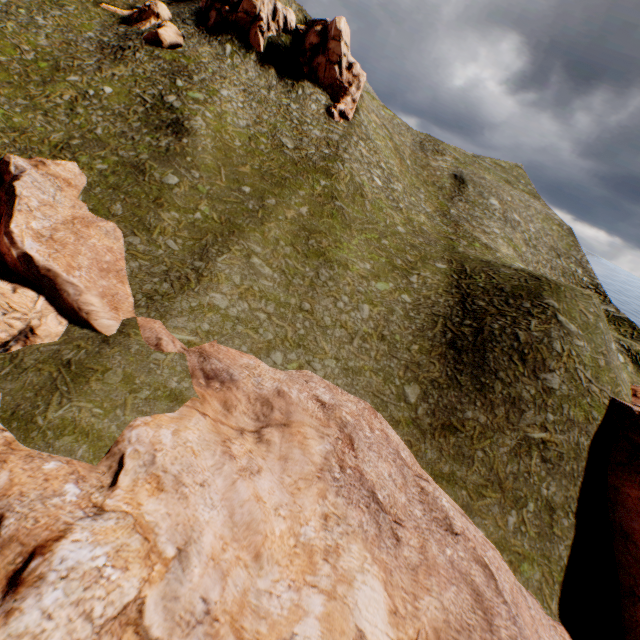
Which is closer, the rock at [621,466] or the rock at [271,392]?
the rock at [271,392]

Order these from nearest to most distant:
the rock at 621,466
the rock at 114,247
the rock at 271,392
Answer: the rock at 271,392 < the rock at 114,247 < the rock at 621,466

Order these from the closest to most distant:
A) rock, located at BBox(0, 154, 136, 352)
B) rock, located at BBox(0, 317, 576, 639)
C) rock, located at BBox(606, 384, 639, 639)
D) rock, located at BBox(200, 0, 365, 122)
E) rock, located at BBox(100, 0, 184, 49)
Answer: rock, located at BBox(0, 317, 576, 639), rock, located at BBox(0, 154, 136, 352), rock, located at BBox(606, 384, 639, 639), rock, located at BBox(100, 0, 184, 49), rock, located at BBox(200, 0, 365, 122)

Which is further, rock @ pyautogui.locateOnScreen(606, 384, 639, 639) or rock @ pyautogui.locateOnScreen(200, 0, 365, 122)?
rock @ pyautogui.locateOnScreen(200, 0, 365, 122)

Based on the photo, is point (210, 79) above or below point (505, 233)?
above
